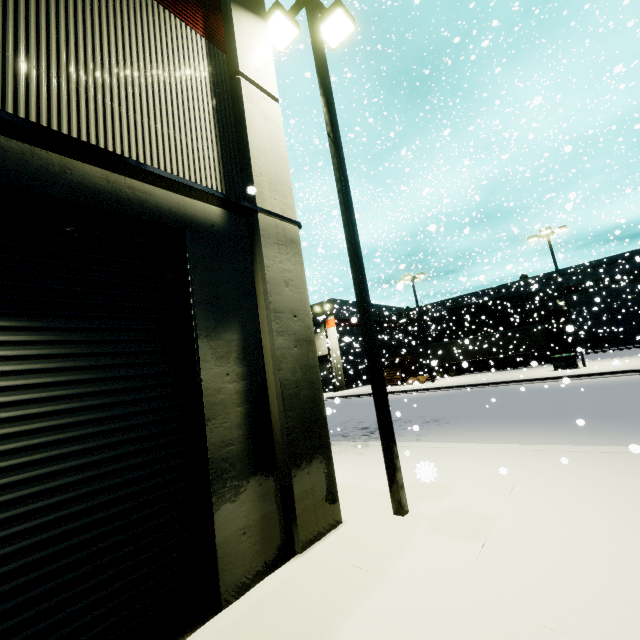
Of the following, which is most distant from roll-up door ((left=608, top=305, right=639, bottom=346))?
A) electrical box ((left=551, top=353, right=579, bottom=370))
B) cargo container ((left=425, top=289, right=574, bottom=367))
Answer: electrical box ((left=551, top=353, right=579, bottom=370))

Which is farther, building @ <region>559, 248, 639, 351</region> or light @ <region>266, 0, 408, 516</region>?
building @ <region>559, 248, 639, 351</region>

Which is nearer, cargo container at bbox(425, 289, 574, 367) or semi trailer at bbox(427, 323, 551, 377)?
semi trailer at bbox(427, 323, 551, 377)

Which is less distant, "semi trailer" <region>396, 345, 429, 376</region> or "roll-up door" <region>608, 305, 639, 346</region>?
"semi trailer" <region>396, 345, 429, 376</region>

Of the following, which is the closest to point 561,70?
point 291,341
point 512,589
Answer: point 291,341

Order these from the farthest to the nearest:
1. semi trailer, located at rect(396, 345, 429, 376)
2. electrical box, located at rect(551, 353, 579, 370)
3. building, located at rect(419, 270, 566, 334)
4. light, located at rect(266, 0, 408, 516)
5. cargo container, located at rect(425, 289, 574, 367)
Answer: building, located at rect(419, 270, 566, 334), semi trailer, located at rect(396, 345, 429, 376), cargo container, located at rect(425, 289, 574, 367), electrical box, located at rect(551, 353, 579, 370), light, located at rect(266, 0, 408, 516)

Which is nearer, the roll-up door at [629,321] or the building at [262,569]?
the building at [262,569]

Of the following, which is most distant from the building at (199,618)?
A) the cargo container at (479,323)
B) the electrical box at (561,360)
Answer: the electrical box at (561,360)
